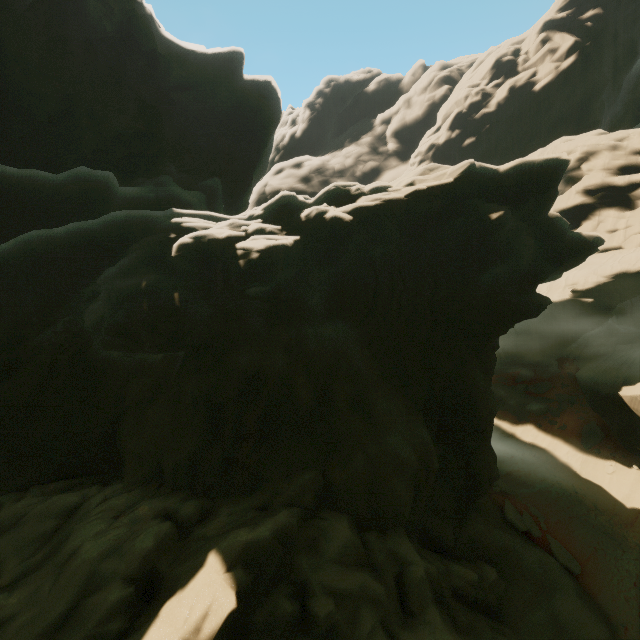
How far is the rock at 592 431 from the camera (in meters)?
21.58

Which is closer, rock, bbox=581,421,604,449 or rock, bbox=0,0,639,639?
rock, bbox=0,0,639,639

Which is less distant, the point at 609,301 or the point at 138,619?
the point at 138,619

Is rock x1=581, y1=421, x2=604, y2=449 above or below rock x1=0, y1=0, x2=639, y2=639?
below

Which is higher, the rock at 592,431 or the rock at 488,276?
the rock at 488,276

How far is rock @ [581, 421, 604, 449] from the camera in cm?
2158
